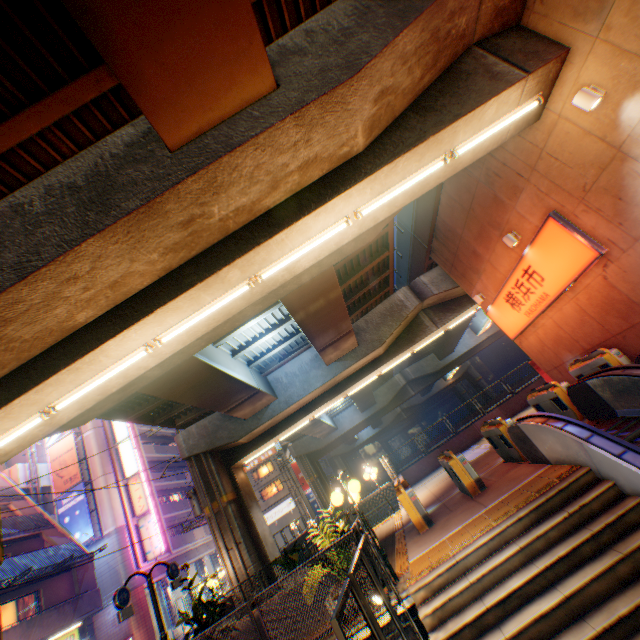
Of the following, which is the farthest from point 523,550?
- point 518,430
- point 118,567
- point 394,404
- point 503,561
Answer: point 394,404

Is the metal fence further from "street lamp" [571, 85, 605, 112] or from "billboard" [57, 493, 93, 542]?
"street lamp" [571, 85, 605, 112]

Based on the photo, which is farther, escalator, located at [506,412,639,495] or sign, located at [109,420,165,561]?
sign, located at [109,420,165,561]

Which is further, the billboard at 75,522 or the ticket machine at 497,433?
the billboard at 75,522

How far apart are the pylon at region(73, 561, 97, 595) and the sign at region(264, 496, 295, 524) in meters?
28.6

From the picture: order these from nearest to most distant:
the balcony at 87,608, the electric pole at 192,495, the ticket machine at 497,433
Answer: the ticket machine at 497,433 < the balcony at 87,608 < the electric pole at 192,495

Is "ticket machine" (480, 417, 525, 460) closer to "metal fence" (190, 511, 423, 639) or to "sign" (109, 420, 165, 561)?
"metal fence" (190, 511, 423, 639)

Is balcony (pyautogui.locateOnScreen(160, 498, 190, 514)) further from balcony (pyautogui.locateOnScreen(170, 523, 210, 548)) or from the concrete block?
the concrete block
